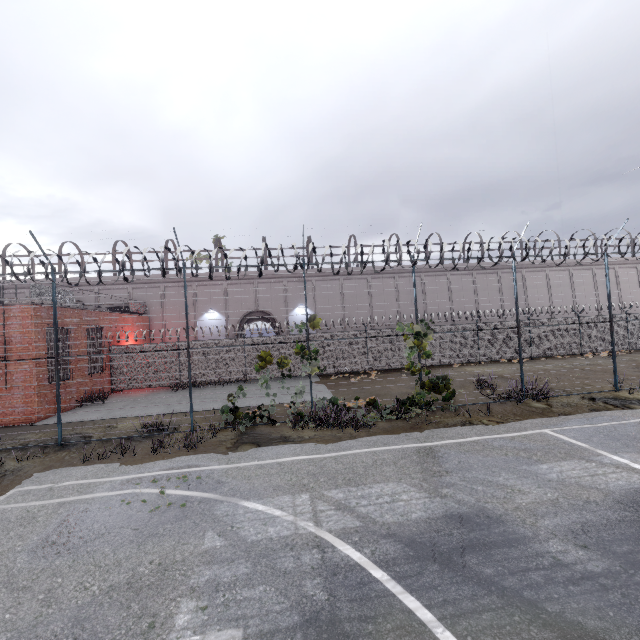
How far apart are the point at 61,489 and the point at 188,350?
4.7 meters

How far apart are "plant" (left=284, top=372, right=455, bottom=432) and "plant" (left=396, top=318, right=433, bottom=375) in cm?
145

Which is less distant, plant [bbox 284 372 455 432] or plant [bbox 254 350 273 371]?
plant [bbox 284 372 455 432]

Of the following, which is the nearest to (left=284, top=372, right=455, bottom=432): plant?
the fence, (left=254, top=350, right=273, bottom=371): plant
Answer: the fence

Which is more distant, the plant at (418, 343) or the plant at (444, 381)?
the plant at (418, 343)

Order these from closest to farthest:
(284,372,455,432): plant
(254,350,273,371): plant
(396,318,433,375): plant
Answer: (284,372,455,432): plant, (254,350,273,371): plant, (396,318,433,375): plant

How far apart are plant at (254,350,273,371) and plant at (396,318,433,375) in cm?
445

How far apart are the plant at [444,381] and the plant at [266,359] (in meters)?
3.25
